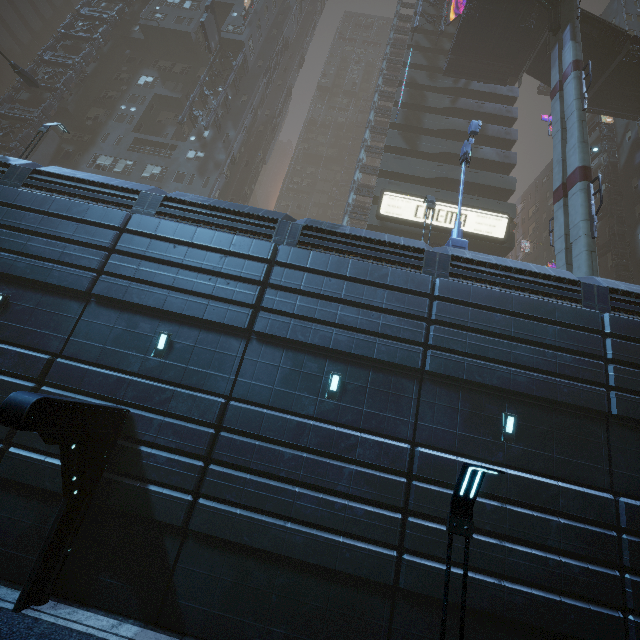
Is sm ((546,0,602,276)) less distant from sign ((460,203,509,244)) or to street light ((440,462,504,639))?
sign ((460,203,509,244))

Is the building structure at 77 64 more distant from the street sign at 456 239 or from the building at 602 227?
the street sign at 456 239

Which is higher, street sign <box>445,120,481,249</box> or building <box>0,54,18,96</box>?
building <box>0,54,18,96</box>

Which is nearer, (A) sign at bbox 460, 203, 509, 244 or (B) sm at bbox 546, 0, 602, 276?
(B) sm at bbox 546, 0, 602, 276

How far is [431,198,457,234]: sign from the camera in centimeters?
2592cm

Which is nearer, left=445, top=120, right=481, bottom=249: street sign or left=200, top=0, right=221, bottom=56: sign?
left=445, top=120, right=481, bottom=249: street sign

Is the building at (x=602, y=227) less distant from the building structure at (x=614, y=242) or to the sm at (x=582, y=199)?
the building structure at (x=614, y=242)

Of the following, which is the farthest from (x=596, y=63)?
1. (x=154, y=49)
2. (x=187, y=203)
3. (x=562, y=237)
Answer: (x=154, y=49)
